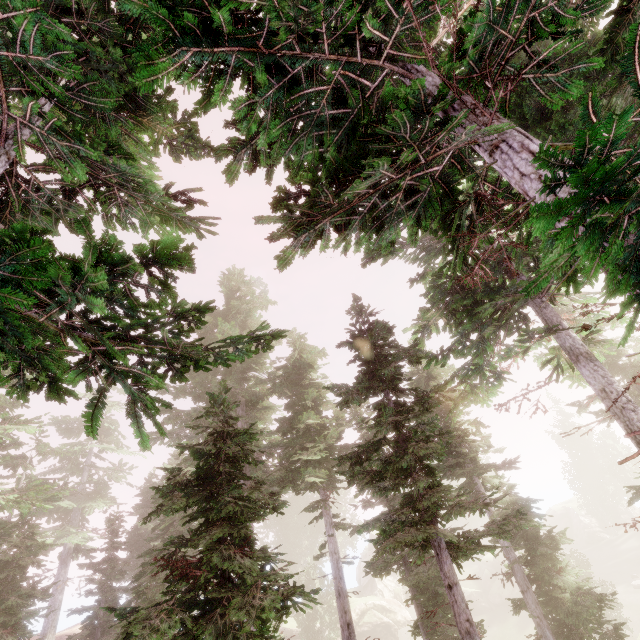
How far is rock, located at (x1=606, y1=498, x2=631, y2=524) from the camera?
49.8m

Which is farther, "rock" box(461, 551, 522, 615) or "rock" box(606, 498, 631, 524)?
"rock" box(606, 498, 631, 524)

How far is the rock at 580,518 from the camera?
48.8 meters

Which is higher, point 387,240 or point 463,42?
point 463,42

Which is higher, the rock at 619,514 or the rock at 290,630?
the rock at 619,514

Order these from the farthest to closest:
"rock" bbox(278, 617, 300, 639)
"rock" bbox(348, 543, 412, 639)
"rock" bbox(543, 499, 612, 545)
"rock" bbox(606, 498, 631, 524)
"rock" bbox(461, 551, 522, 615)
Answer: "rock" bbox(606, 498, 631, 524) < "rock" bbox(543, 499, 612, 545) < "rock" bbox(461, 551, 522, 615) < "rock" bbox(348, 543, 412, 639) < "rock" bbox(278, 617, 300, 639)
